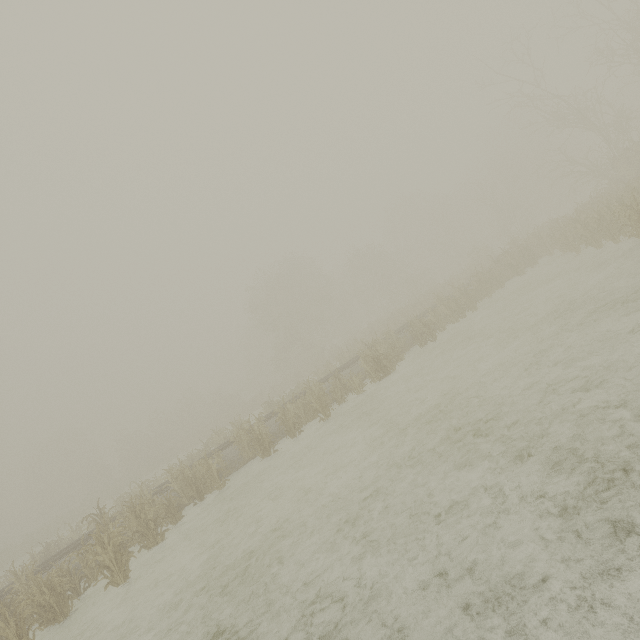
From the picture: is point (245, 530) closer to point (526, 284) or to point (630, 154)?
point (526, 284)
